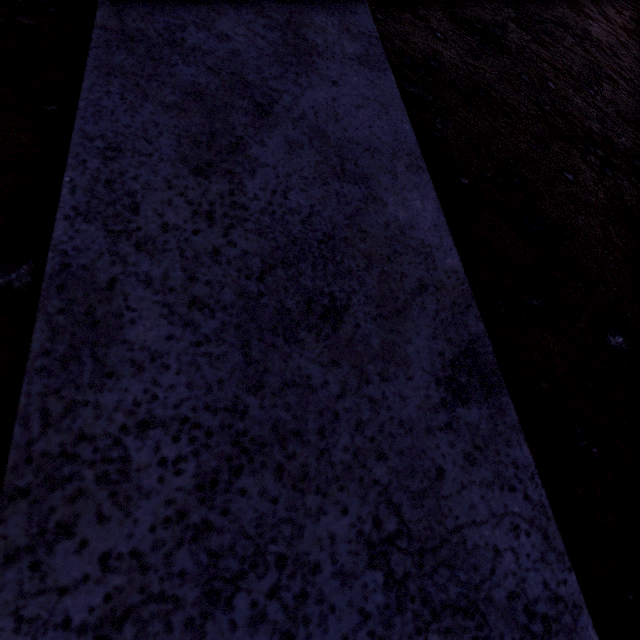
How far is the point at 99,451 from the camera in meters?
0.3 m
